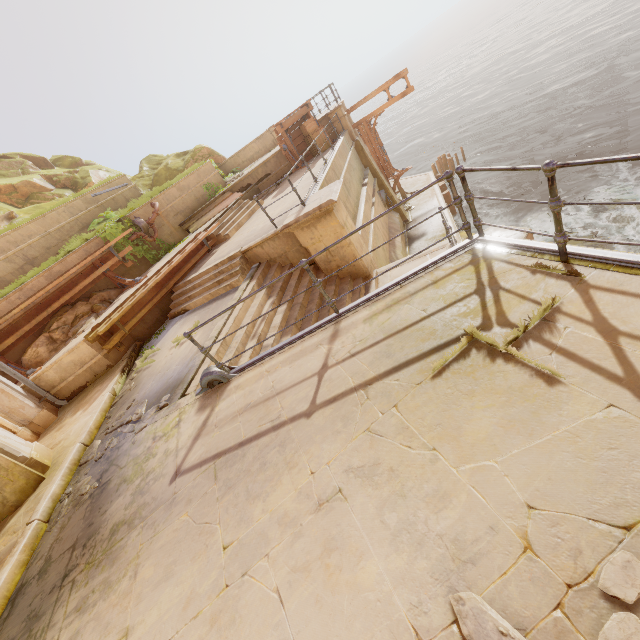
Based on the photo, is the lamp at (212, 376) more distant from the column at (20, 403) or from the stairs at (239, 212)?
the stairs at (239, 212)

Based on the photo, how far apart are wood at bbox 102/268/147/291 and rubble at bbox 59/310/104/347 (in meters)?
1.15

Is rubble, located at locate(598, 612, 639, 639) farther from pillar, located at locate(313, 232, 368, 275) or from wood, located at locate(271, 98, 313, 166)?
wood, located at locate(271, 98, 313, 166)

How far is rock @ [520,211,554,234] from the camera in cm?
1463

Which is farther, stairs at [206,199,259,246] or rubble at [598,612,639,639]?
stairs at [206,199,259,246]

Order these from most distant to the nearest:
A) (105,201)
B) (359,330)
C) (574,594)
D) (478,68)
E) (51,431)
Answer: (478,68), (105,201), (51,431), (359,330), (574,594)

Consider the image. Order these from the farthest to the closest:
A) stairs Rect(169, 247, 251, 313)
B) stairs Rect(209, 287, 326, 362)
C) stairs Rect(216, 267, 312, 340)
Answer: stairs Rect(169, 247, 251, 313), stairs Rect(216, 267, 312, 340), stairs Rect(209, 287, 326, 362)

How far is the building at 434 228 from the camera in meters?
9.0
